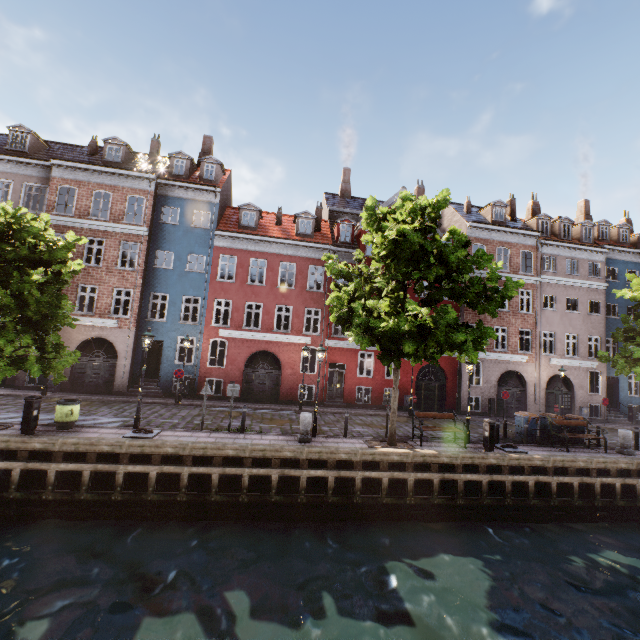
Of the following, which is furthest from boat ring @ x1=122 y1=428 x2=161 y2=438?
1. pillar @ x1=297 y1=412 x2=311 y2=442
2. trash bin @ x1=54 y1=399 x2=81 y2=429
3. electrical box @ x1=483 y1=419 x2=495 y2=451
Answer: electrical box @ x1=483 y1=419 x2=495 y2=451

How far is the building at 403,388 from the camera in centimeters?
2253cm

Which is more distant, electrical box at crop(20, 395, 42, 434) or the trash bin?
the trash bin

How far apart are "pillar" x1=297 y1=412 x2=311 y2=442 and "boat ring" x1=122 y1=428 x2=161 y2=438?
5.23m

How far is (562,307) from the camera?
24.6 meters

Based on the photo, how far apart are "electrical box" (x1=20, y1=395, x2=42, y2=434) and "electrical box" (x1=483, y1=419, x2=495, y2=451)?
16.71m

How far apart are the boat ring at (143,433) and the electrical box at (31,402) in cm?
280

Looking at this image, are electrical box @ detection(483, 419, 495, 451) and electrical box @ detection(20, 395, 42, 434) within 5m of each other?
no
